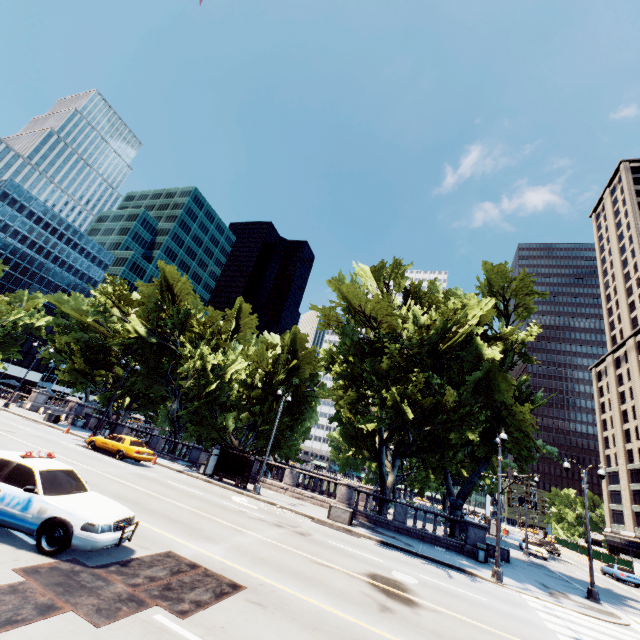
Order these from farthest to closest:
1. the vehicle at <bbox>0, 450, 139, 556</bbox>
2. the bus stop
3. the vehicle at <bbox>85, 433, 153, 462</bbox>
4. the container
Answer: the bus stop, the vehicle at <bbox>85, 433, 153, 462</bbox>, the container, the vehicle at <bbox>0, 450, 139, 556</bbox>

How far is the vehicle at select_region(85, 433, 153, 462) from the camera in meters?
21.8

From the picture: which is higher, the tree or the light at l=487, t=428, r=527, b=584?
the tree

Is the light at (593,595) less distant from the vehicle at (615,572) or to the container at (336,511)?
the container at (336,511)

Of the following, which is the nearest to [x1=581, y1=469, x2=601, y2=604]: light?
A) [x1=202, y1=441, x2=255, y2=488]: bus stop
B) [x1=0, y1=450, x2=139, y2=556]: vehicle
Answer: [x1=0, y1=450, x2=139, y2=556]: vehicle

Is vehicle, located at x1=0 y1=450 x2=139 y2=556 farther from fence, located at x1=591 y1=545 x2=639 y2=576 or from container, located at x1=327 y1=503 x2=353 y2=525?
fence, located at x1=591 y1=545 x2=639 y2=576

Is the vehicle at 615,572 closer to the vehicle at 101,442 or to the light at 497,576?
the light at 497,576

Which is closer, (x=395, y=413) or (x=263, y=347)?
(x=395, y=413)
